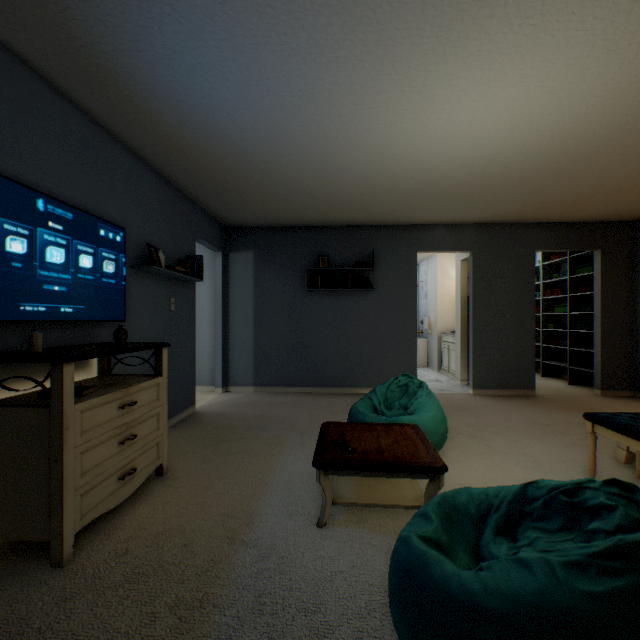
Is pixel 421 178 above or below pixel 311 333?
above

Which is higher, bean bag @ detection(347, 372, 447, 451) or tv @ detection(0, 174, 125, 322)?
tv @ detection(0, 174, 125, 322)

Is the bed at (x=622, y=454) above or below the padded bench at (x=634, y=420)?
below

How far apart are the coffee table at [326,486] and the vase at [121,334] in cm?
147

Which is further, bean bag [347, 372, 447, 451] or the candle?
bean bag [347, 372, 447, 451]

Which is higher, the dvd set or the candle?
the dvd set

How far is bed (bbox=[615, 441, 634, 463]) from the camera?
2.4m

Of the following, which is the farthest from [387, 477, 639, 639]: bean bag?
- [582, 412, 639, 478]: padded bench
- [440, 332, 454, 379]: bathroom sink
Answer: [440, 332, 454, 379]: bathroom sink
